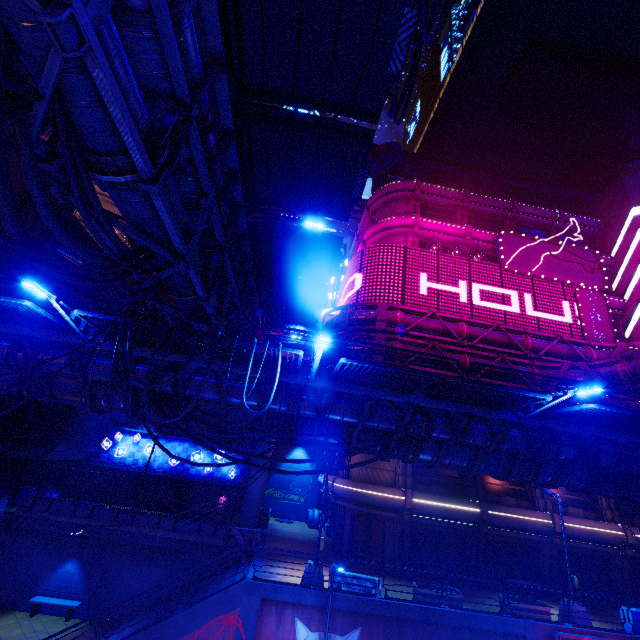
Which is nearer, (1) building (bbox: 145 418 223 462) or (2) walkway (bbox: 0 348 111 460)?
(2) walkway (bbox: 0 348 111 460)

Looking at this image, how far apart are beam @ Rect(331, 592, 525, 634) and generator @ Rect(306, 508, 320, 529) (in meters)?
15.81

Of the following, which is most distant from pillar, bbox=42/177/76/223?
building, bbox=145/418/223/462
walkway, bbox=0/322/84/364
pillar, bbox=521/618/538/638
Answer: pillar, bbox=521/618/538/638

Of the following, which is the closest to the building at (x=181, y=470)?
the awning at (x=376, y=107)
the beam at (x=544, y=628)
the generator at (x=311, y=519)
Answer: the generator at (x=311, y=519)

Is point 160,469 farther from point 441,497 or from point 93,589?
point 441,497

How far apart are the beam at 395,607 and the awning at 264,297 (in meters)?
14.04

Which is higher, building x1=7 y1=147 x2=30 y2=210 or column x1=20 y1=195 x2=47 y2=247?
building x1=7 y1=147 x2=30 y2=210

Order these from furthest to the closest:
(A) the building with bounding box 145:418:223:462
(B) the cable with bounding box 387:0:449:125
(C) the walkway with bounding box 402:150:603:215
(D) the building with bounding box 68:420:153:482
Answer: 1. (C) the walkway with bounding box 402:150:603:215
2. (A) the building with bounding box 145:418:223:462
3. (D) the building with bounding box 68:420:153:482
4. (B) the cable with bounding box 387:0:449:125
